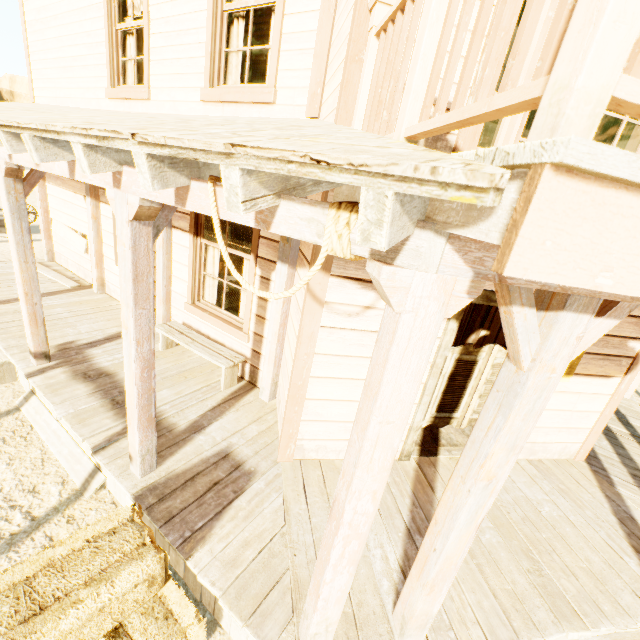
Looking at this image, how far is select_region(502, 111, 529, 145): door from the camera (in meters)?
2.62

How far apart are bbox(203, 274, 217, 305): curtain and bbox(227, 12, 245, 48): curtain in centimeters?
188cm

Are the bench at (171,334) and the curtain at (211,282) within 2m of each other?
yes

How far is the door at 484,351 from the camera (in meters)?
3.42

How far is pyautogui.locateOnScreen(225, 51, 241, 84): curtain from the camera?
4.1 meters

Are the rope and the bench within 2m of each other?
no

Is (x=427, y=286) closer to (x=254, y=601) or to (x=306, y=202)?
(x=306, y=202)

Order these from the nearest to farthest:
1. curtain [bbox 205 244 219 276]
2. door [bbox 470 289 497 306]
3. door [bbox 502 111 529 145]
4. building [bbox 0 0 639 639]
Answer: building [bbox 0 0 639 639], door [bbox 502 111 529 145], door [bbox 470 289 497 306], curtain [bbox 205 244 219 276]
